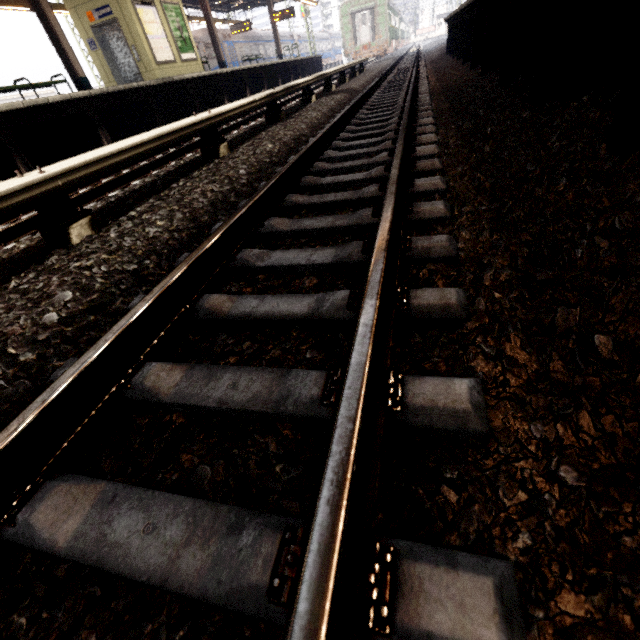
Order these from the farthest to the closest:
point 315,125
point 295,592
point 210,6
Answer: point 210,6, point 315,125, point 295,592

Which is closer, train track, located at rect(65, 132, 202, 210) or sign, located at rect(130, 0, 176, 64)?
train track, located at rect(65, 132, 202, 210)

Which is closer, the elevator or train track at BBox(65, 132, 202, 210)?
train track at BBox(65, 132, 202, 210)

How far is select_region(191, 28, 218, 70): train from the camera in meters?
21.4 m

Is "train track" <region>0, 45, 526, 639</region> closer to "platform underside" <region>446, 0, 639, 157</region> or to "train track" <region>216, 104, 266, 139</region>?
"platform underside" <region>446, 0, 639, 157</region>

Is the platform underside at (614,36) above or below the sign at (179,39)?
below

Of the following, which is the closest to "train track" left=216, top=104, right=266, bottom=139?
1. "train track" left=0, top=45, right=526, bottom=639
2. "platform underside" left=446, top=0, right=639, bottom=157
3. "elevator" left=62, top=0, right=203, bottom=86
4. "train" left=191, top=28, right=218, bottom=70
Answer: "train track" left=0, top=45, right=526, bottom=639

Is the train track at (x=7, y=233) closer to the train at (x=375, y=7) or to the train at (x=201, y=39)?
the train at (x=375, y=7)
